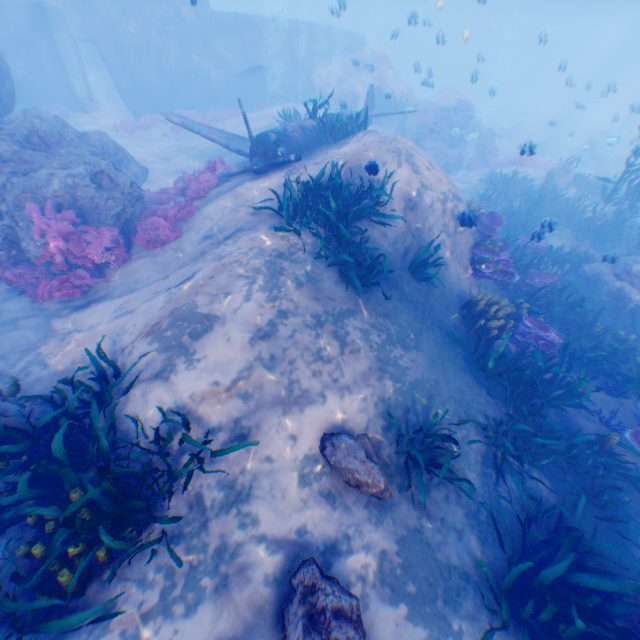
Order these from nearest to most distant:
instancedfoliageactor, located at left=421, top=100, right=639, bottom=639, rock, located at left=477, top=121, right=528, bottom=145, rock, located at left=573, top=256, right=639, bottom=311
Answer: instancedfoliageactor, located at left=421, top=100, right=639, bottom=639 → rock, located at left=573, top=256, right=639, bottom=311 → rock, located at left=477, top=121, right=528, bottom=145

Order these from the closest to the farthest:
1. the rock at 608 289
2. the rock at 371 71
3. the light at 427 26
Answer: the rock at 608 289 → the light at 427 26 → the rock at 371 71

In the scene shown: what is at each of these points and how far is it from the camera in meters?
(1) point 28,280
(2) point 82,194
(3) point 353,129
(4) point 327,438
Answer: (1) instancedfoliageactor, 8.0
(2) rock, 8.5
(3) instancedfoliageactor, 11.2
(4) rock, 5.1

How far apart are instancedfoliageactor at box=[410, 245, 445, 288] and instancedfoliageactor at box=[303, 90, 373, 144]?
5.8 meters

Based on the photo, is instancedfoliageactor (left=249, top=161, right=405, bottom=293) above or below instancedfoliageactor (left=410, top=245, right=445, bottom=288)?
above

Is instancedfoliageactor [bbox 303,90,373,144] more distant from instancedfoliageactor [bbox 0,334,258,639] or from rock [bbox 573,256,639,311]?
instancedfoliageactor [bbox 0,334,258,639]

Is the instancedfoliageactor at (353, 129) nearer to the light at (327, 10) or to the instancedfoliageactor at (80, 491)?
the instancedfoliageactor at (80, 491)

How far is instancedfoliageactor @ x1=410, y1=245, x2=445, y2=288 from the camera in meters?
7.4
